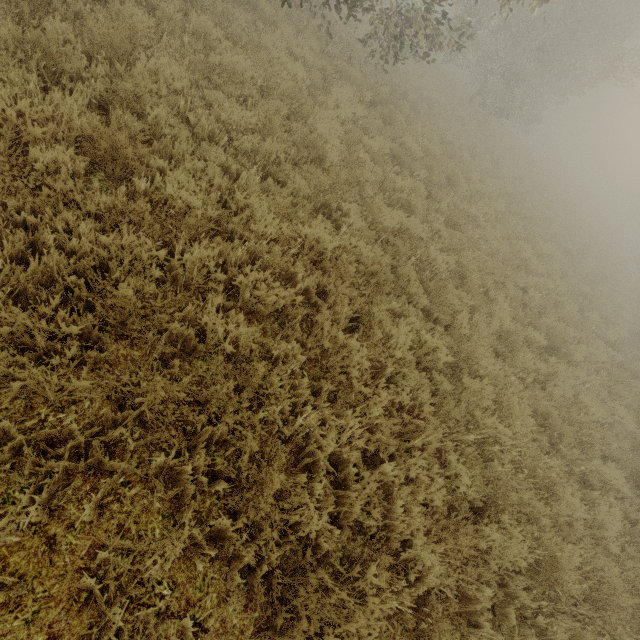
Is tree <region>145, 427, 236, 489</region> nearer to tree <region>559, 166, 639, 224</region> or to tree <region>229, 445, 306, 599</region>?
tree <region>229, 445, 306, 599</region>

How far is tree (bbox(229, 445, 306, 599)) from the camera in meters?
2.5 m

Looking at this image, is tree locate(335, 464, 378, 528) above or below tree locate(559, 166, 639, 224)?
below

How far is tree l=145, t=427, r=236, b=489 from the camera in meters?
2.5 m

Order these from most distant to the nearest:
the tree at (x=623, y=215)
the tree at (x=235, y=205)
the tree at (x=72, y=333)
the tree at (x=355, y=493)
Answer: the tree at (x=623, y=215), the tree at (x=235, y=205), the tree at (x=355, y=493), the tree at (x=72, y=333)

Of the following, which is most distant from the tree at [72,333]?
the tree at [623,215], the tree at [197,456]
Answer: the tree at [623,215]

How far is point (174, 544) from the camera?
2.4 meters
